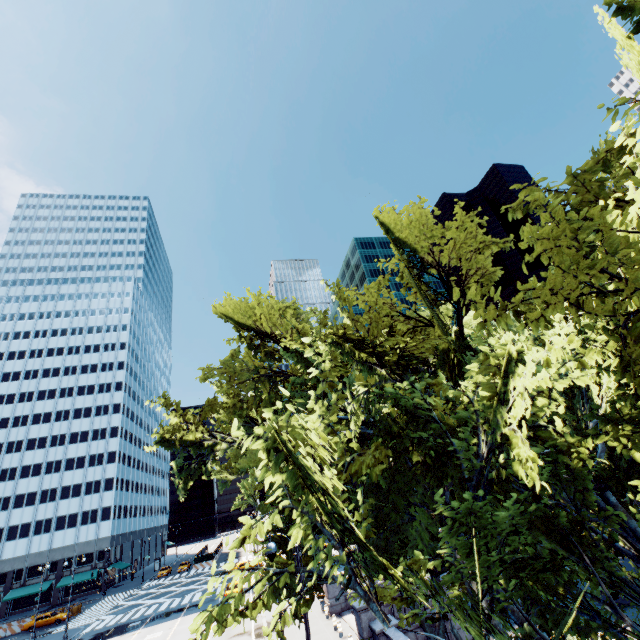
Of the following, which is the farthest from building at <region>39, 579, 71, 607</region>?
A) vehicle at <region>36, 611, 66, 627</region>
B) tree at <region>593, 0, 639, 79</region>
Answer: tree at <region>593, 0, 639, 79</region>

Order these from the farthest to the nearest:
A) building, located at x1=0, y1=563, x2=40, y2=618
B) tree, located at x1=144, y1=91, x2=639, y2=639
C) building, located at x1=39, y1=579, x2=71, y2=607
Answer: building, located at x1=39, y1=579, x2=71, y2=607 < building, located at x1=0, y1=563, x2=40, y2=618 < tree, located at x1=144, y1=91, x2=639, y2=639

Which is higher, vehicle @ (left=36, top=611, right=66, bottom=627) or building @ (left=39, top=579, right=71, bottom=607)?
building @ (left=39, top=579, right=71, bottom=607)

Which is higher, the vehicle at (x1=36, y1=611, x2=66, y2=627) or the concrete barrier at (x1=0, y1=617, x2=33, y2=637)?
the vehicle at (x1=36, y1=611, x2=66, y2=627)

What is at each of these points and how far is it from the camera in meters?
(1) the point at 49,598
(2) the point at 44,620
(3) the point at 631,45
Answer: (1) building, 59.4 m
(2) vehicle, 43.2 m
(3) tree, 6.0 m

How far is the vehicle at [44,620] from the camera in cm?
4297

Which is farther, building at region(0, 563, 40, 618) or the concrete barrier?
building at region(0, 563, 40, 618)

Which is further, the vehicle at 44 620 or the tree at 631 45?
the vehicle at 44 620
